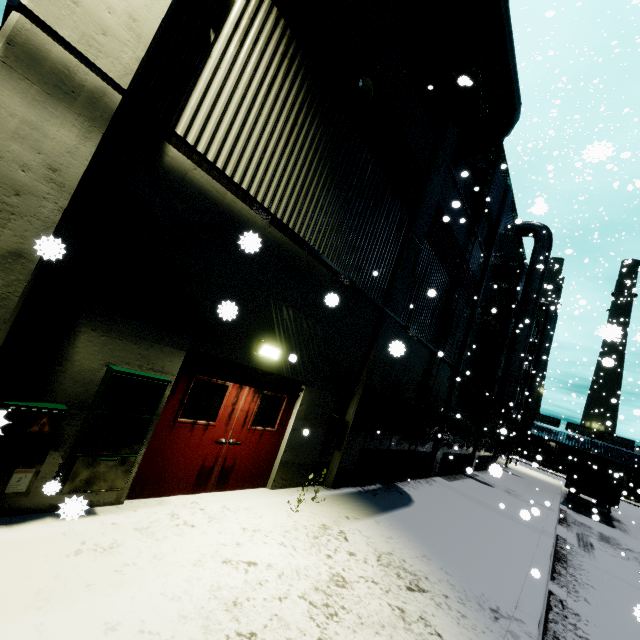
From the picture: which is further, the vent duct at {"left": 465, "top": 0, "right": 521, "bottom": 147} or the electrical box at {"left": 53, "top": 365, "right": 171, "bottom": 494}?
the vent duct at {"left": 465, "top": 0, "right": 521, "bottom": 147}

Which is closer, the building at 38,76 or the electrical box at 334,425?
the building at 38,76

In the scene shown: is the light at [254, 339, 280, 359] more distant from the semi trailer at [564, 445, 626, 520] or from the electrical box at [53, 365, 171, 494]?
the semi trailer at [564, 445, 626, 520]

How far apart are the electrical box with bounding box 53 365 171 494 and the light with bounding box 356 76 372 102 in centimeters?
675cm

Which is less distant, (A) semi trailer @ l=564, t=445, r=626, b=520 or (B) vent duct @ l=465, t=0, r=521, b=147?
(B) vent duct @ l=465, t=0, r=521, b=147

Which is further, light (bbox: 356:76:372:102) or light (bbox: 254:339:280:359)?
light (bbox: 356:76:372:102)

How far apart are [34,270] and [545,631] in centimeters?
924cm

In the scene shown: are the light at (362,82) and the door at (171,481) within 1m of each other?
no
